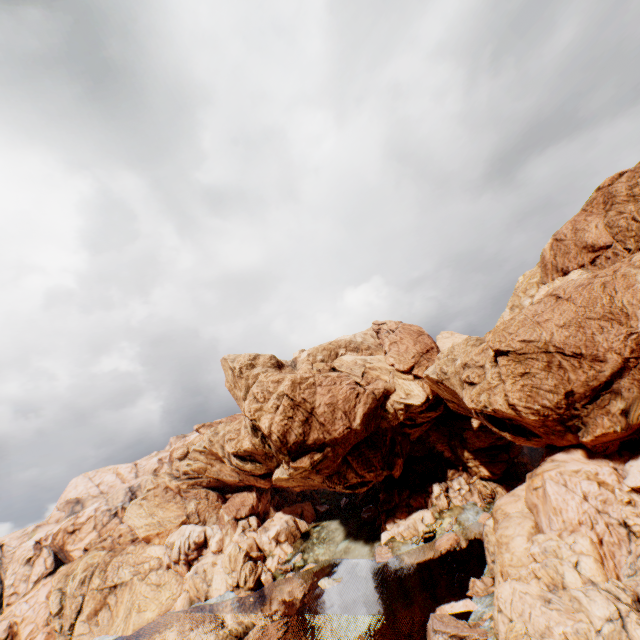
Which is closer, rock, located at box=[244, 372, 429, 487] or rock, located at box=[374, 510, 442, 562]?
rock, located at box=[244, 372, 429, 487]

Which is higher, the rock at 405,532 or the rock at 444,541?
the rock at 405,532

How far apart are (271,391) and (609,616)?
45.38m

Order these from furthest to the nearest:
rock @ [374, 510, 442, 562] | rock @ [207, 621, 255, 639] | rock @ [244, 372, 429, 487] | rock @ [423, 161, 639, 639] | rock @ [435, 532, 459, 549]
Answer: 1. rock @ [374, 510, 442, 562]
2. rock @ [244, 372, 429, 487]
3. rock @ [435, 532, 459, 549]
4. rock @ [207, 621, 255, 639]
5. rock @ [423, 161, 639, 639]

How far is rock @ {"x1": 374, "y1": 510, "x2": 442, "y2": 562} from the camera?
55.06m

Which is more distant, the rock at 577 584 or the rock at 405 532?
the rock at 405 532
